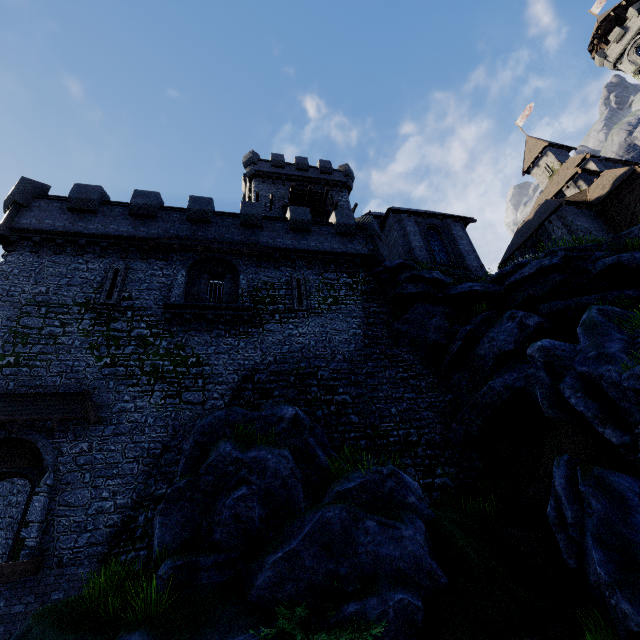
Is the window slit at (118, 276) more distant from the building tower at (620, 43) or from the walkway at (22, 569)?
the building tower at (620, 43)

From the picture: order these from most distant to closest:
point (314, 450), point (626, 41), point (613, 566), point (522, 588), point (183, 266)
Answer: point (626, 41) < point (183, 266) < point (314, 450) < point (522, 588) < point (613, 566)

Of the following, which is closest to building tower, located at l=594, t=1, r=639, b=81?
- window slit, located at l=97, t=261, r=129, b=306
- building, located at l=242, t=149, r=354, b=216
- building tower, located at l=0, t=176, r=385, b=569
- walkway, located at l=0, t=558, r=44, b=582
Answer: building, located at l=242, t=149, r=354, b=216

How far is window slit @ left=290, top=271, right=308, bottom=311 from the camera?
17.3 meters

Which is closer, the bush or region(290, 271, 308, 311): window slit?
the bush

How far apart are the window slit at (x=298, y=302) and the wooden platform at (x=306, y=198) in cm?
1227

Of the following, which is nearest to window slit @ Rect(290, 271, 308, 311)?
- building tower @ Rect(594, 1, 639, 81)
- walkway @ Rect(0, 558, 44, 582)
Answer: walkway @ Rect(0, 558, 44, 582)

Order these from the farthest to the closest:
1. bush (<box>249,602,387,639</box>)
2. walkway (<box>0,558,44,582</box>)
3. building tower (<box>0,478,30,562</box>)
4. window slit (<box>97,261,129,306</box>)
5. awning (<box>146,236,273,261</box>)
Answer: awning (<box>146,236,273,261</box>), window slit (<box>97,261,129,306</box>), building tower (<box>0,478,30,562</box>), walkway (<box>0,558,44,582</box>), bush (<box>249,602,387,639</box>)
